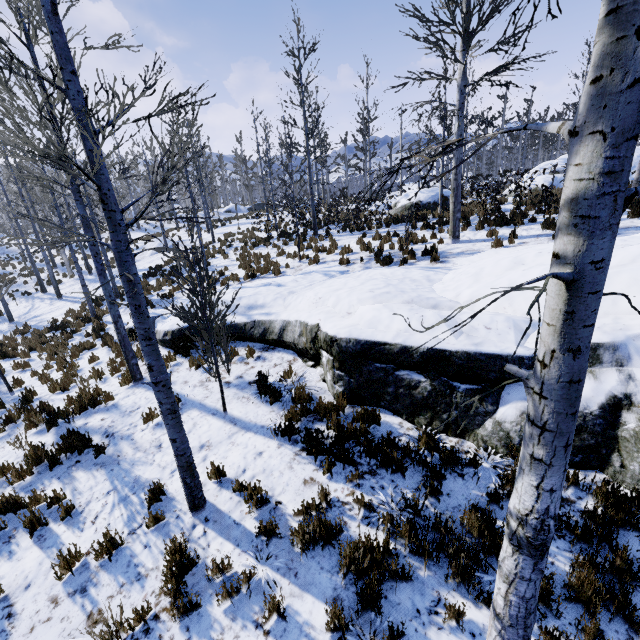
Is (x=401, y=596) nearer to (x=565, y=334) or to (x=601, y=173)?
(x=565, y=334)

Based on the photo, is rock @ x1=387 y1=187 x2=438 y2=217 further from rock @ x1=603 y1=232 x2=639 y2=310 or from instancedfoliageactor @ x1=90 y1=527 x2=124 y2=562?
rock @ x1=603 y1=232 x2=639 y2=310

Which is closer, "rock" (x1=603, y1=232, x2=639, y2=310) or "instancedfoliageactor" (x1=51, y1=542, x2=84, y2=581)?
"instancedfoliageactor" (x1=51, y1=542, x2=84, y2=581)

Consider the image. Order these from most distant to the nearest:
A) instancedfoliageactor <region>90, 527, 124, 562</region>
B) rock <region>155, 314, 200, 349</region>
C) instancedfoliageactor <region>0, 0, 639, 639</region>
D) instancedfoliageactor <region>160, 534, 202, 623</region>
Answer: rock <region>155, 314, 200, 349</region> → instancedfoliageactor <region>90, 527, 124, 562</region> → instancedfoliageactor <region>160, 534, 202, 623</region> → instancedfoliageactor <region>0, 0, 639, 639</region>

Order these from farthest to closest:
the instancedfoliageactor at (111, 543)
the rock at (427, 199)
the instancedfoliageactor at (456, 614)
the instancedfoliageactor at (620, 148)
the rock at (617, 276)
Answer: the rock at (427, 199)
the rock at (617, 276)
the instancedfoliageactor at (111, 543)
the instancedfoliageactor at (456, 614)
the instancedfoliageactor at (620, 148)

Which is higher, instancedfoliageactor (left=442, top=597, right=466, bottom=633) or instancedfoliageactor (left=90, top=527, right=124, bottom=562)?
instancedfoliageactor (left=442, top=597, right=466, bottom=633)

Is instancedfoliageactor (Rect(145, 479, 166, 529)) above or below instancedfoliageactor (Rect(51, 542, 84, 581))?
above

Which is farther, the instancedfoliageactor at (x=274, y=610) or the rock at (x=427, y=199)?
the rock at (x=427, y=199)
